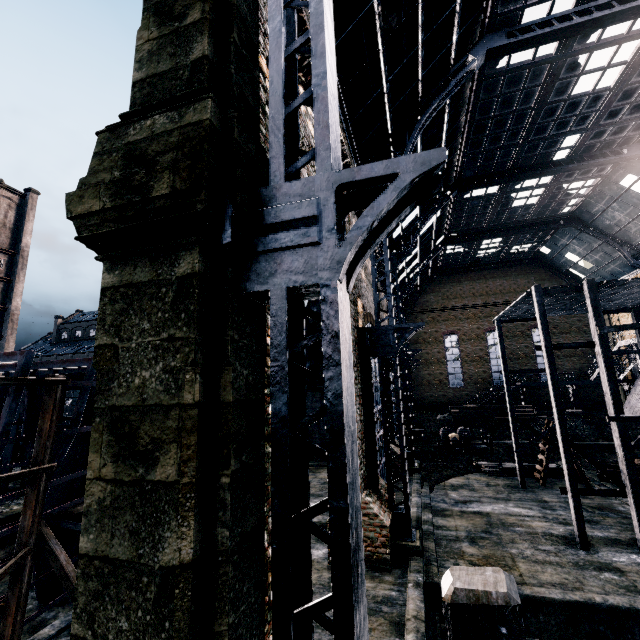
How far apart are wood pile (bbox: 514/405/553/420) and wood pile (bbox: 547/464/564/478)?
13.33m

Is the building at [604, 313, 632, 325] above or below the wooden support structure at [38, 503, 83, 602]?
above

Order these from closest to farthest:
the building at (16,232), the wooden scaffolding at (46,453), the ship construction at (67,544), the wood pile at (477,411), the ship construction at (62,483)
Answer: the wooden scaffolding at (46,453)
the ship construction at (62,483)
the ship construction at (67,544)
the wood pile at (477,411)
the building at (16,232)

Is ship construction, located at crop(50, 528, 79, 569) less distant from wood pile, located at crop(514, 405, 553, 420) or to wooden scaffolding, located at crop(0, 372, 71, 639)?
wooden scaffolding, located at crop(0, 372, 71, 639)

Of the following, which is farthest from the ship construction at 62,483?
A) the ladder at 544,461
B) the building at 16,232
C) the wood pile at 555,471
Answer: the building at 16,232

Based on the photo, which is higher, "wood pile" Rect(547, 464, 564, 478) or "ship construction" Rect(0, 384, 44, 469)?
"ship construction" Rect(0, 384, 44, 469)

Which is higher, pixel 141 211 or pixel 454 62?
pixel 454 62

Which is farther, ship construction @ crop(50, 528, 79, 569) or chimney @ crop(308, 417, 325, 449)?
chimney @ crop(308, 417, 325, 449)
